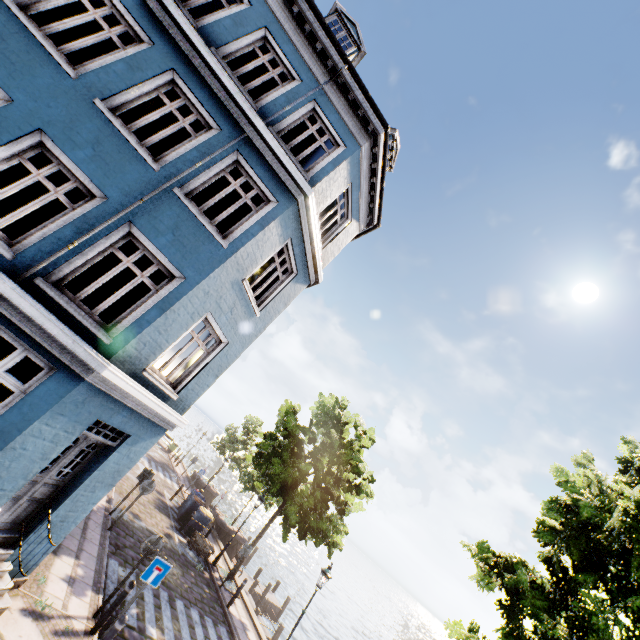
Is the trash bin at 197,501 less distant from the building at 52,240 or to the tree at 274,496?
the building at 52,240

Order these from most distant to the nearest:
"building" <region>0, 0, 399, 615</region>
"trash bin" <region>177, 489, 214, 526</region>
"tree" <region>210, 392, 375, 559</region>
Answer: "trash bin" <region>177, 489, 214, 526</region>, "tree" <region>210, 392, 375, 559</region>, "building" <region>0, 0, 399, 615</region>

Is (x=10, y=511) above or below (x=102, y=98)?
below

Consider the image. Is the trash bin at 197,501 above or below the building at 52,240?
below

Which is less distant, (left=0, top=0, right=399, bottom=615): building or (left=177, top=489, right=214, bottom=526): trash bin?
(left=0, top=0, right=399, bottom=615): building

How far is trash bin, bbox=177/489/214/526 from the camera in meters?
17.3 m

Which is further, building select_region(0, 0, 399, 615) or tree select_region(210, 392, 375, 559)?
tree select_region(210, 392, 375, 559)

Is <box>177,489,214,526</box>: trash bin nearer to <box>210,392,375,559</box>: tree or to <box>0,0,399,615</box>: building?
<box>0,0,399,615</box>: building
